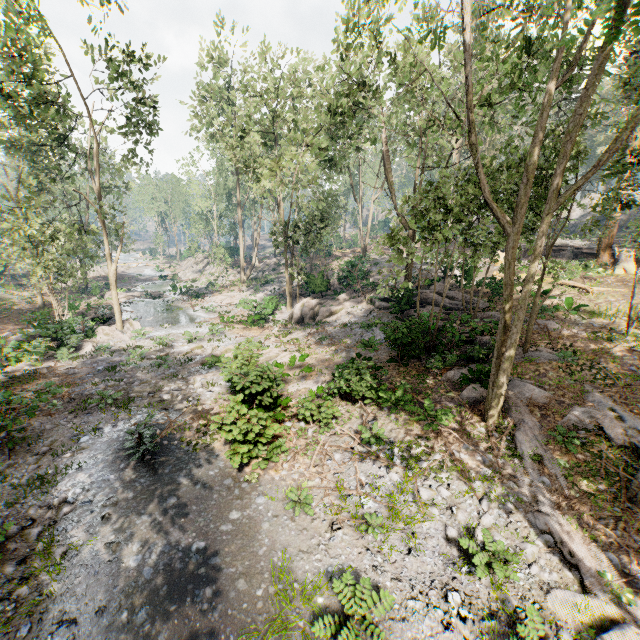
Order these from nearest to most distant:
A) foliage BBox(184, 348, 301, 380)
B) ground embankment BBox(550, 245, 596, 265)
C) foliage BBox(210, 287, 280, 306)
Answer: foliage BBox(184, 348, 301, 380) → ground embankment BBox(550, 245, 596, 265) → foliage BBox(210, 287, 280, 306)

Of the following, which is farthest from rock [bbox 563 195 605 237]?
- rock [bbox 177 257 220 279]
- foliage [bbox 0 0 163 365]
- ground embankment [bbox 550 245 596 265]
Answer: rock [bbox 177 257 220 279]

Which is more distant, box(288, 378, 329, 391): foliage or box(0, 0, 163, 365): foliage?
box(0, 0, 163, 365): foliage

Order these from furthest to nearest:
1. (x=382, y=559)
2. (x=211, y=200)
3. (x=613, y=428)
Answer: (x=211, y=200), (x=613, y=428), (x=382, y=559)

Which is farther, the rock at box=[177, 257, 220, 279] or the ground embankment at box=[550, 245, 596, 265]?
the rock at box=[177, 257, 220, 279]

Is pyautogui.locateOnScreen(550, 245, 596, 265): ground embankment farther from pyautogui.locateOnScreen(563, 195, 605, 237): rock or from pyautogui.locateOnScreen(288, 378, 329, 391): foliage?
pyautogui.locateOnScreen(563, 195, 605, 237): rock

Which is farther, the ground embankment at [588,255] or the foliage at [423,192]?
the ground embankment at [588,255]

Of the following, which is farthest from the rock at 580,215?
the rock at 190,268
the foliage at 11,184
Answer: the rock at 190,268
